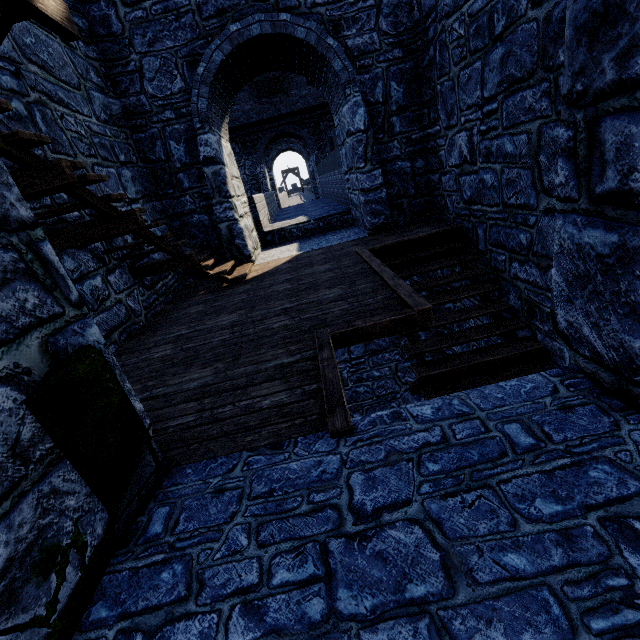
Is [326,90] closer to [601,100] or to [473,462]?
[601,100]
